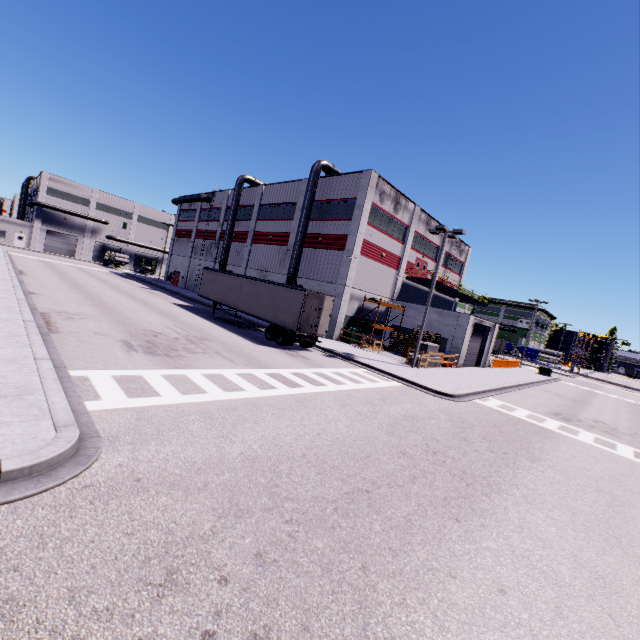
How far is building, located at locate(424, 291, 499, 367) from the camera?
28.4 meters

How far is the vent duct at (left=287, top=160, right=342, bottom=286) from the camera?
29.8 meters

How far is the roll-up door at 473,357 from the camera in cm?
3105

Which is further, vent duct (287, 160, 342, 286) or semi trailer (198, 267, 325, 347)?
vent duct (287, 160, 342, 286)

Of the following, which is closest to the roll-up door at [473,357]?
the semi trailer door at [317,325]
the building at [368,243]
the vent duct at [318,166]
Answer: the building at [368,243]

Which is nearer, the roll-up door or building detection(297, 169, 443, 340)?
building detection(297, 169, 443, 340)

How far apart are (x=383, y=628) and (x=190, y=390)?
7.8m
